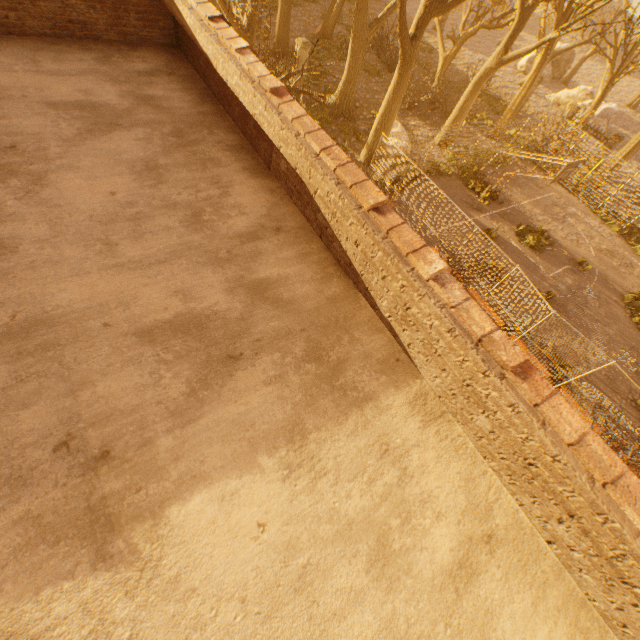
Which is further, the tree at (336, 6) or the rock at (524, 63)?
the rock at (524, 63)

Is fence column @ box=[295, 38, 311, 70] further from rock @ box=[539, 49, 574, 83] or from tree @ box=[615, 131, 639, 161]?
rock @ box=[539, 49, 574, 83]

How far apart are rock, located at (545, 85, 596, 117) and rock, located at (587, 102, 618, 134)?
0.4 meters

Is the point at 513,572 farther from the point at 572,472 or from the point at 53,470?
the point at 53,470

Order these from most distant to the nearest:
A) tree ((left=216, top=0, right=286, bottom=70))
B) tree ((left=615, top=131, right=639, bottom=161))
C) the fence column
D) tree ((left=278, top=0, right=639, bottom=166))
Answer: tree ((left=615, top=131, right=639, bottom=161)) < the fence column < tree ((left=278, top=0, right=639, bottom=166)) < tree ((left=216, top=0, right=286, bottom=70))

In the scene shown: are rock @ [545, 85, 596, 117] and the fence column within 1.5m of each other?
no

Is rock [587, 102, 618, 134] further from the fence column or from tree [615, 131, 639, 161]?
the fence column

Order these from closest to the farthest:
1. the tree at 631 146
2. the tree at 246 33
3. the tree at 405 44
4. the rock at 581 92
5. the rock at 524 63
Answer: the tree at 246 33 → the tree at 405 44 → the tree at 631 146 → the rock at 581 92 → the rock at 524 63
